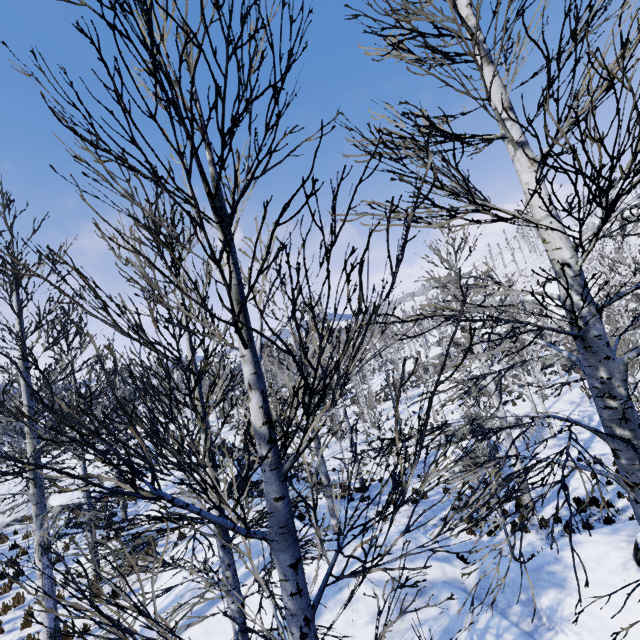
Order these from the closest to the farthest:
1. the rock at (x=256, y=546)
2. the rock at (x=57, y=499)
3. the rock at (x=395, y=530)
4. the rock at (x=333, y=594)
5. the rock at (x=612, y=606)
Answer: the rock at (x=612, y=606) < the rock at (x=333, y=594) < the rock at (x=395, y=530) < the rock at (x=256, y=546) < the rock at (x=57, y=499)

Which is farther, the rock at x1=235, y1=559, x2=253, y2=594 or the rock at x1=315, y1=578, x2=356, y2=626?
the rock at x1=235, y1=559, x2=253, y2=594

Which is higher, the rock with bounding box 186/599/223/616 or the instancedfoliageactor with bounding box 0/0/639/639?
the instancedfoliageactor with bounding box 0/0/639/639

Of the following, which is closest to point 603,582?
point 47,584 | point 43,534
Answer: point 43,534

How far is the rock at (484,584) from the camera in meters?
6.3 m

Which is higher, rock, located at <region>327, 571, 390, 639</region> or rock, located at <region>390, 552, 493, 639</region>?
rock, located at <region>327, 571, 390, 639</region>

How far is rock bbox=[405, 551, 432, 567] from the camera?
7.2m
